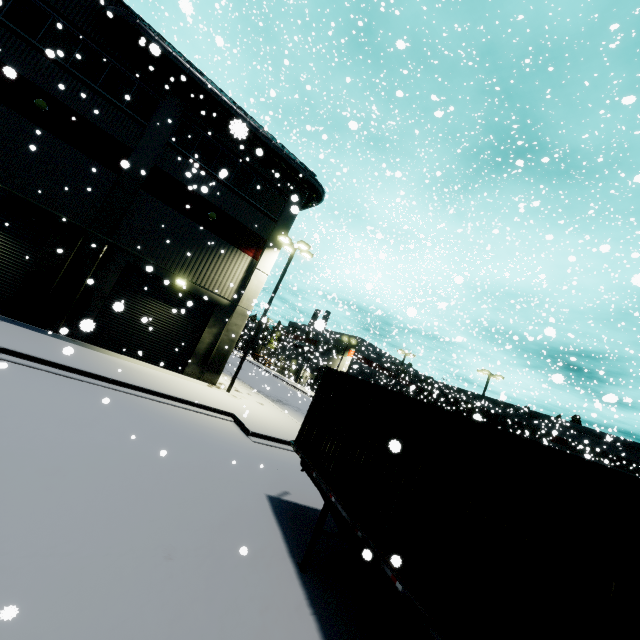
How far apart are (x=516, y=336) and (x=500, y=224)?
30.6 meters

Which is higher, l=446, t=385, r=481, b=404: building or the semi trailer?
l=446, t=385, r=481, b=404: building

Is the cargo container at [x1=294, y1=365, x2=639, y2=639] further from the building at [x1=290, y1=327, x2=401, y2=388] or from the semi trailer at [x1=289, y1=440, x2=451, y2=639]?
the building at [x1=290, y1=327, x2=401, y2=388]

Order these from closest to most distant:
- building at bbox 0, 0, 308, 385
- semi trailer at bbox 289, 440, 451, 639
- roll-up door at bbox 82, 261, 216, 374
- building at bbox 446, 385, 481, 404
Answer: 1. semi trailer at bbox 289, 440, 451, 639
2. building at bbox 0, 0, 308, 385
3. roll-up door at bbox 82, 261, 216, 374
4. building at bbox 446, 385, 481, 404

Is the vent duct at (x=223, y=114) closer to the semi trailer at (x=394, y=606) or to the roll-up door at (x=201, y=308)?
the semi trailer at (x=394, y=606)

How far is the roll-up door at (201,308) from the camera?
16.0 meters

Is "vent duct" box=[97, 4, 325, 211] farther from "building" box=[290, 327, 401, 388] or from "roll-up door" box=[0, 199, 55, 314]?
"roll-up door" box=[0, 199, 55, 314]
